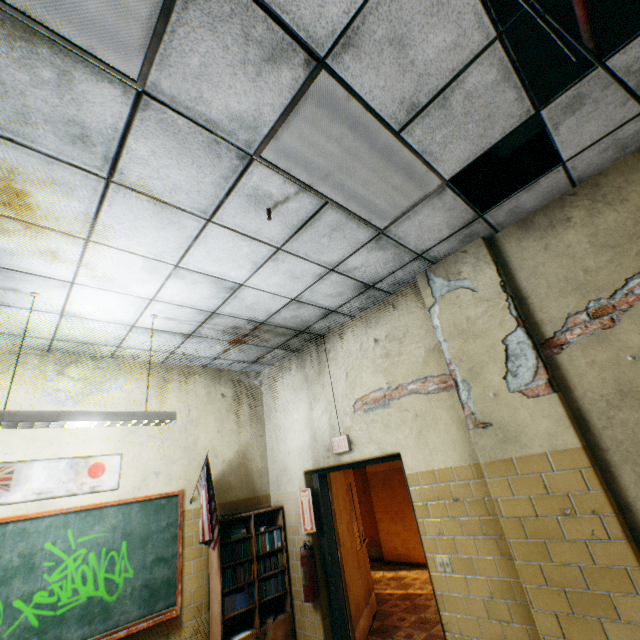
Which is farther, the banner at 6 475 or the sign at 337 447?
the sign at 337 447

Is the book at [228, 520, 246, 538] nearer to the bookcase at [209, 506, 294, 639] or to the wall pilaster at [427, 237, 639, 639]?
the bookcase at [209, 506, 294, 639]

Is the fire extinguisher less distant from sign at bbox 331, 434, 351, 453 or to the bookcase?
the bookcase

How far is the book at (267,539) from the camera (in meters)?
4.39

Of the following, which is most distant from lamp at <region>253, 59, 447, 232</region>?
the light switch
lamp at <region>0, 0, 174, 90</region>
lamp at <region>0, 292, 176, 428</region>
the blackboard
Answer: the blackboard

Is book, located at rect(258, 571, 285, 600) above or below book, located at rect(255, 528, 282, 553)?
below

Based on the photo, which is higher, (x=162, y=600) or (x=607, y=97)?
(x=607, y=97)

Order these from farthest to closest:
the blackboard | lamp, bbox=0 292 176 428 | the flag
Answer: the flag → the blackboard → lamp, bbox=0 292 176 428
